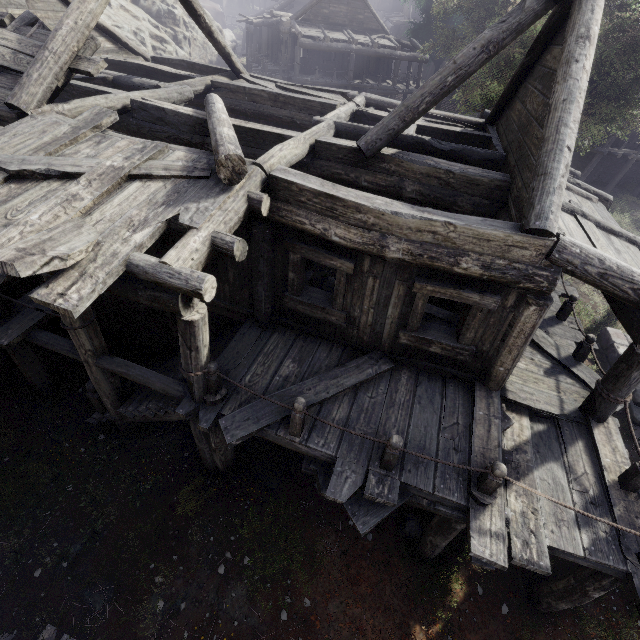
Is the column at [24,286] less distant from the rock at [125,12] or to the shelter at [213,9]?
the rock at [125,12]

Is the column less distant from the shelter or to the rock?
the rock

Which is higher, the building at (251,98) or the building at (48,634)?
the building at (251,98)

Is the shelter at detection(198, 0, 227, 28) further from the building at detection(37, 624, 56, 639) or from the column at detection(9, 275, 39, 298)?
the column at detection(9, 275, 39, 298)

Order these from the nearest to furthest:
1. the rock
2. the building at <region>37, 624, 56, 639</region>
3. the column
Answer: the building at <region>37, 624, 56, 639</region> < the column < the rock

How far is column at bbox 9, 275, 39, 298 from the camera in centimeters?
777cm

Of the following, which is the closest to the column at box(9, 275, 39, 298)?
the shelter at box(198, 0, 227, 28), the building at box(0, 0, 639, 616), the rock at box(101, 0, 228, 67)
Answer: the building at box(0, 0, 639, 616)

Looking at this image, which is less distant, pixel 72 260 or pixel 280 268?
pixel 72 260
